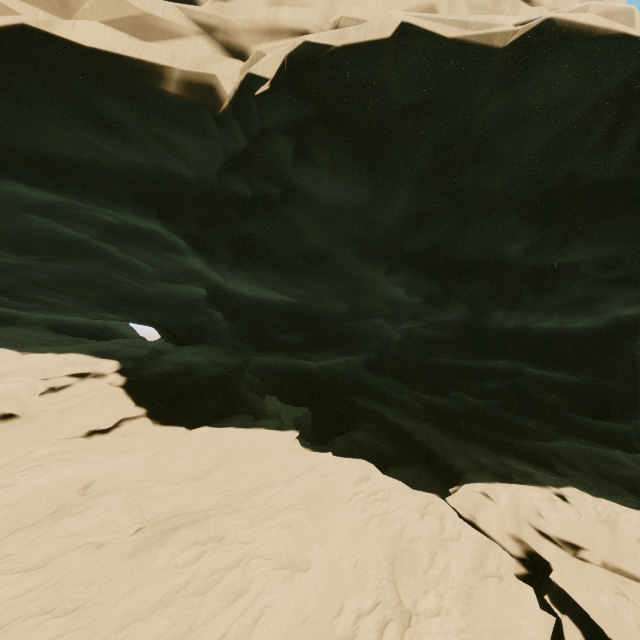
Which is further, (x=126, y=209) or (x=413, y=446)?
(x=413, y=446)
